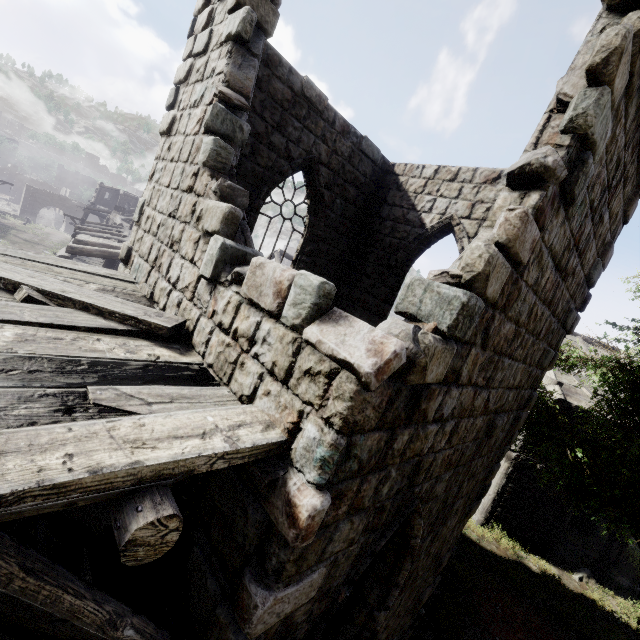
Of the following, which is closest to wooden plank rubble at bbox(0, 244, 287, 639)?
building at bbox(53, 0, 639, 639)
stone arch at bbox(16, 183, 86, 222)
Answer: building at bbox(53, 0, 639, 639)

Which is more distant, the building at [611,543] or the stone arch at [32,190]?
the stone arch at [32,190]

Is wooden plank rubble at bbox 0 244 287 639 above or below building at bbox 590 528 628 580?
above

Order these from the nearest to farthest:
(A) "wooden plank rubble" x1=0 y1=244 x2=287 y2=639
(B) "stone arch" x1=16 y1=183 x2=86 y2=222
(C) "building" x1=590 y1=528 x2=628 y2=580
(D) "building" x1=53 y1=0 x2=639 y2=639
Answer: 1. (A) "wooden plank rubble" x1=0 y1=244 x2=287 y2=639
2. (D) "building" x1=53 y1=0 x2=639 y2=639
3. (C) "building" x1=590 y1=528 x2=628 y2=580
4. (B) "stone arch" x1=16 y1=183 x2=86 y2=222

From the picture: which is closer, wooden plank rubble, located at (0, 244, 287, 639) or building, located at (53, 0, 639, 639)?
wooden plank rubble, located at (0, 244, 287, 639)

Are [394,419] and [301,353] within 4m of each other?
yes

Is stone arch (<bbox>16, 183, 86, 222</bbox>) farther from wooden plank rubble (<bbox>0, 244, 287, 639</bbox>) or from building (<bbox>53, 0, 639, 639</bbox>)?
wooden plank rubble (<bbox>0, 244, 287, 639</bbox>)

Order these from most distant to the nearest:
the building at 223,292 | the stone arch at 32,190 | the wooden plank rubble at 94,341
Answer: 1. the stone arch at 32,190
2. the building at 223,292
3. the wooden plank rubble at 94,341
